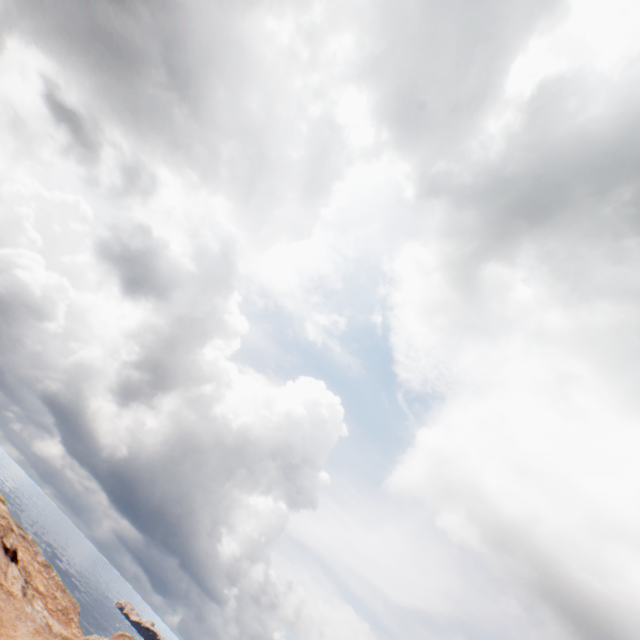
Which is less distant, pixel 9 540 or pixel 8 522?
pixel 9 540
